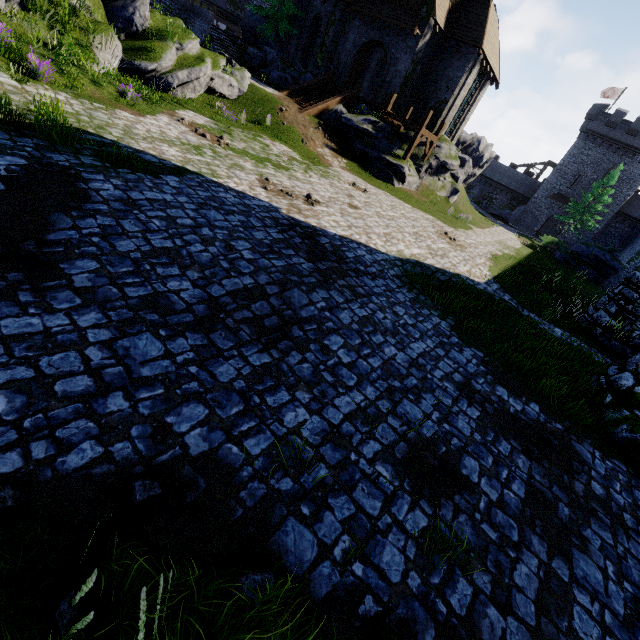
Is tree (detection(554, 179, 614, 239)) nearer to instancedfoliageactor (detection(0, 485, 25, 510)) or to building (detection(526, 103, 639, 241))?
building (detection(526, 103, 639, 241))

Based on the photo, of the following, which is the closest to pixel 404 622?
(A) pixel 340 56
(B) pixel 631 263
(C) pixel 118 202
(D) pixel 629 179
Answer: (C) pixel 118 202

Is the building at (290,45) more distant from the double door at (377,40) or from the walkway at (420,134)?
the walkway at (420,134)

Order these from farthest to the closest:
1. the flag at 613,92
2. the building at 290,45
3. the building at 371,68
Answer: the flag at 613,92
the building at 290,45
the building at 371,68

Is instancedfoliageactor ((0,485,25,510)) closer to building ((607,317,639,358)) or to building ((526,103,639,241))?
building ((607,317,639,358))

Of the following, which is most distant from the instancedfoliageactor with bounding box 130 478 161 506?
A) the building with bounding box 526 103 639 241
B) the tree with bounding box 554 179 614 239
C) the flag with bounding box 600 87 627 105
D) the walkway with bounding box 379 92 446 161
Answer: the flag with bounding box 600 87 627 105

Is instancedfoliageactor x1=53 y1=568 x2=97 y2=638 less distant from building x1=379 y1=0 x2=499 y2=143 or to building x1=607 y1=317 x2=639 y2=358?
building x1=607 y1=317 x2=639 y2=358

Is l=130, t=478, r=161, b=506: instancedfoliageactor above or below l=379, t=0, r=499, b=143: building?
below
